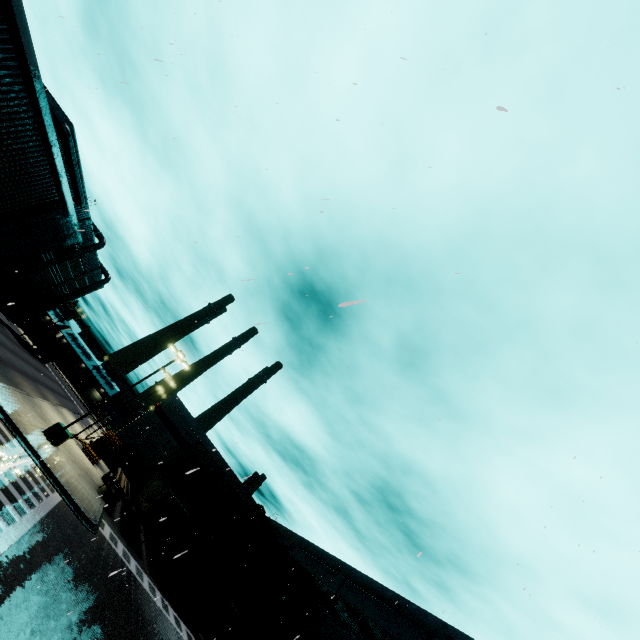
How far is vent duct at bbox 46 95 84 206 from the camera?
29.2 meters

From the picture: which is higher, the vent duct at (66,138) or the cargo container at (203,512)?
the vent duct at (66,138)

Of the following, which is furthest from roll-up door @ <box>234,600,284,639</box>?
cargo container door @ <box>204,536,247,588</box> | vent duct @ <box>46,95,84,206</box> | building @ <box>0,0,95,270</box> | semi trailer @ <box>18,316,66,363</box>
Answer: → cargo container door @ <box>204,536,247,588</box>

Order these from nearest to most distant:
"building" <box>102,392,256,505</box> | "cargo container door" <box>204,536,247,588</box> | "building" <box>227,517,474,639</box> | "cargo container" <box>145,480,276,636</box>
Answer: "building" <box>227,517,474,639</box>, "cargo container" <box>145,480,276,636</box>, "cargo container door" <box>204,536,247,588</box>, "building" <box>102,392,256,505</box>

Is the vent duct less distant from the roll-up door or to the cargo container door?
the roll-up door

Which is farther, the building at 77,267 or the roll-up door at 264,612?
the building at 77,267

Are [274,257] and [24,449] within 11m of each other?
no

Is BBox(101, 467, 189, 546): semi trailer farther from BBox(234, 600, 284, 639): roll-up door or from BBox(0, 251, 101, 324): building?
BBox(234, 600, 284, 639): roll-up door
